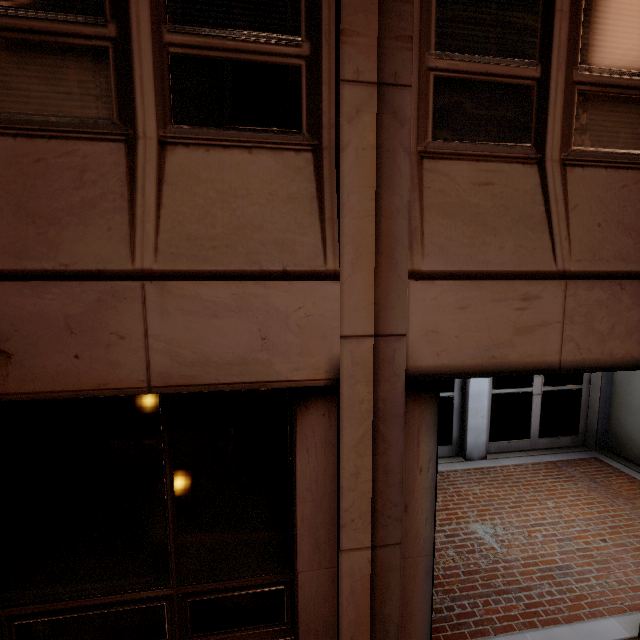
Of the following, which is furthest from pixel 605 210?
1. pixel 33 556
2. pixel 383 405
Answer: pixel 33 556
